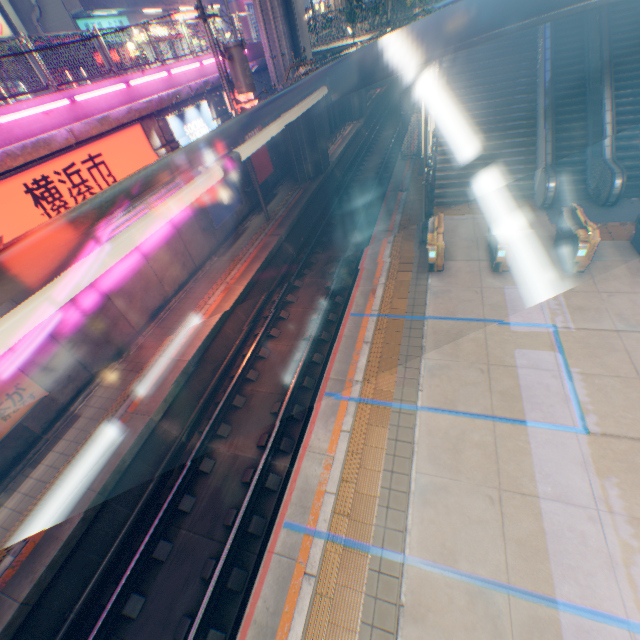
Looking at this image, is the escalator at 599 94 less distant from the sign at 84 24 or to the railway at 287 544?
the railway at 287 544

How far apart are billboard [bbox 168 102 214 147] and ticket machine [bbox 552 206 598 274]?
12.9 meters

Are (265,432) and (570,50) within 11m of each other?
no

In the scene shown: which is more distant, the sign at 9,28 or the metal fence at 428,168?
the sign at 9,28

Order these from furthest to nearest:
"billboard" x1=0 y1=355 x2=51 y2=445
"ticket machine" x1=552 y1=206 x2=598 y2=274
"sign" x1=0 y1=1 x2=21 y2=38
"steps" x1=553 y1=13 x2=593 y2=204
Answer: "sign" x1=0 y1=1 x2=21 y2=38
"steps" x1=553 y1=13 x2=593 y2=204
"ticket machine" x1=552 y1=206 x2=598 y2=274
"billboard" x1=0 y1=355 x2=51 y2=445

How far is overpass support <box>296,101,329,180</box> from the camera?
18.67m

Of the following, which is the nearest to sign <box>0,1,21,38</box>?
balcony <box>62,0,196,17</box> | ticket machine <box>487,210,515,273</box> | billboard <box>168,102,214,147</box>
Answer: balcony <box>62,0,196,17</box>

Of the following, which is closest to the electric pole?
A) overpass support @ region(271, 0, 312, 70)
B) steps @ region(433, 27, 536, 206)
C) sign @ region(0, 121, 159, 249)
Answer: sign @ region(0, 121, 159, 249)
